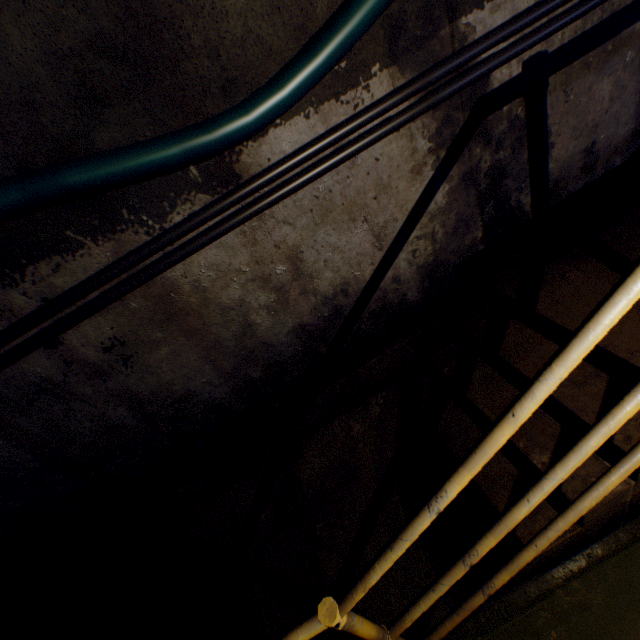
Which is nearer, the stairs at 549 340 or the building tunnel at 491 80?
the stairs at 549 340

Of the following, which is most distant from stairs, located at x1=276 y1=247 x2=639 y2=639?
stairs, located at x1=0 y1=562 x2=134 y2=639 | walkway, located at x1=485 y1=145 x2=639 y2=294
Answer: stairs, located at x1=0 y1=562 x2=134 y2=639

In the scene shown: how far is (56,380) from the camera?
1.8m

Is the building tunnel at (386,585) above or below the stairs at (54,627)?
below

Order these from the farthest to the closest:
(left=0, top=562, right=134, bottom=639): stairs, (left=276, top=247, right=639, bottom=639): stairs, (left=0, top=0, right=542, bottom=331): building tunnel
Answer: (left=0, top=562, right=134, bottom=639): stairs
(left=0, top=0, right=542, bottom=331): building tunnel
(left=276, top=247, right=639, bottom=639): stairs

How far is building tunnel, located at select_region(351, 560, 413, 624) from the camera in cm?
175

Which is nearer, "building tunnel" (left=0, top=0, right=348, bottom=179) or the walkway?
"building tunnel" (left=0, top=0, right=348, bottom=179)

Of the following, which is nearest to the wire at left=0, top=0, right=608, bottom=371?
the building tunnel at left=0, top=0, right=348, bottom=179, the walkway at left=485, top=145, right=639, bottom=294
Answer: the building tunnel at left=0, top=0, right=348, bottom=179
